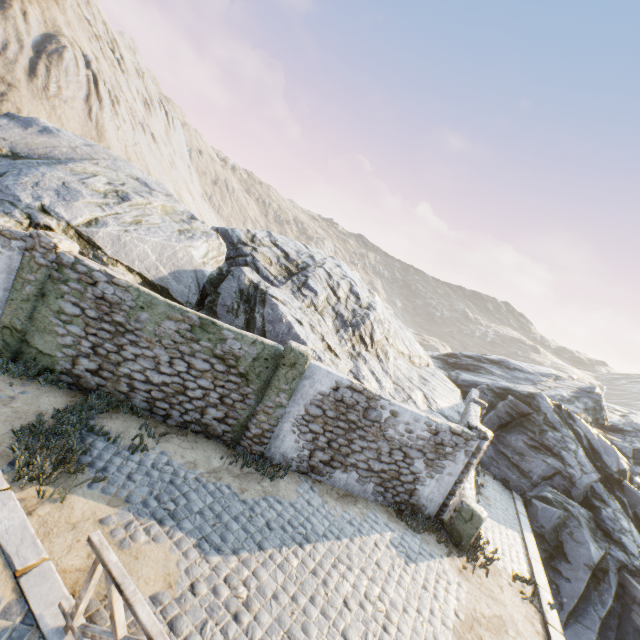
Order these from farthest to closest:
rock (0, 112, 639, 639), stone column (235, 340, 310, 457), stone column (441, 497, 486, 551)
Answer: rock (0, 112, 639, 639)
stone column (441, 497, 486, 551)
stone column (235, 340, 310, 457)

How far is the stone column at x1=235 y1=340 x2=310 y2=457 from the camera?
8.14m

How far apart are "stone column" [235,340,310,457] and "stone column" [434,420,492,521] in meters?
5.1 m

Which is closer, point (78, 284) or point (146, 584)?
point (146, 584)

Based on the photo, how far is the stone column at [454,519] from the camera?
8.91m

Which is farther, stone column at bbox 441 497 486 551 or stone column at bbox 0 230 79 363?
stone column at bbox 441 497 486 551

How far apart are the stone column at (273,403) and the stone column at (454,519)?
5.1m
